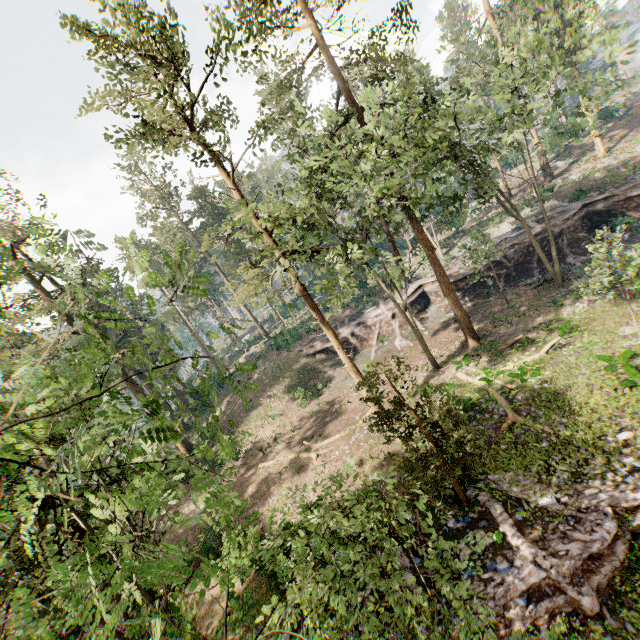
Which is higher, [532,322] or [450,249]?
[450,249]

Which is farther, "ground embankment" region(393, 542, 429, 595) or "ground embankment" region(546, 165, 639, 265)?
"ground embankment" region(546, 165, 639, 265)

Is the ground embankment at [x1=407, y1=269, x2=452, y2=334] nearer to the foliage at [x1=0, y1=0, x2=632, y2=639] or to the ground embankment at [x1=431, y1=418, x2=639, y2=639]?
the foliage at [x1=0, y1=0, x2=632, y2=639]

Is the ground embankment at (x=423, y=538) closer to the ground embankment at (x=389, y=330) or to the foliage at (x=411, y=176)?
the foliage at (x=411, y=176)

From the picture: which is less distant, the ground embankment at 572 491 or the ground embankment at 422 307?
the ground embankment at 572 491
